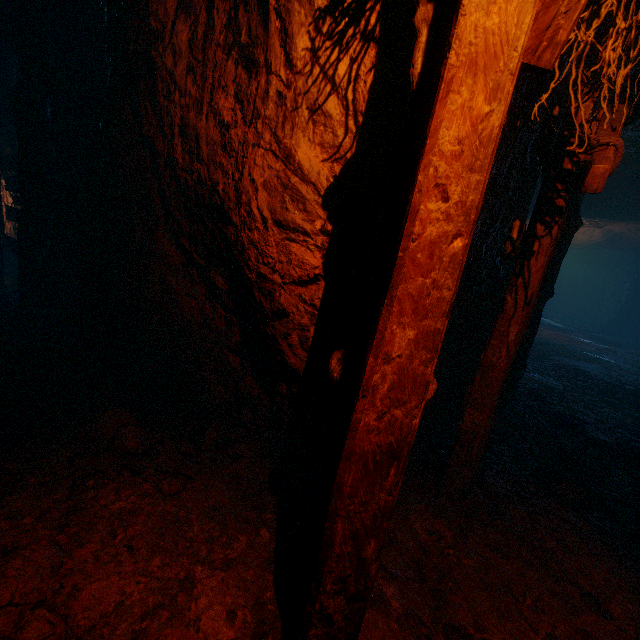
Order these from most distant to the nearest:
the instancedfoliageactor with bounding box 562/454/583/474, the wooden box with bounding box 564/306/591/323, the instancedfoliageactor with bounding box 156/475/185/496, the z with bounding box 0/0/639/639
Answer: the wooden box with bounding box 564/306/591/323, the instancedfoliageactor with bounding box 562/454/583/474, the instancedfoliageactor with bounding box 156/475/185/496, the z with bounding box 0/0/639/639

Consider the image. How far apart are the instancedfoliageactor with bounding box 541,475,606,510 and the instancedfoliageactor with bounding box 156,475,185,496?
3.3 meters

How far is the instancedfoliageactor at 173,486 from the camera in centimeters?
225cm

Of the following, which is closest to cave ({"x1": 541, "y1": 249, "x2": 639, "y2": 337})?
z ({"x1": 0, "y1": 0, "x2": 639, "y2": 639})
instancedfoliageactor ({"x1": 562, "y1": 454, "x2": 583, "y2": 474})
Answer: z ({"x1": 0, "y1": 0, "x2": 639, "y2": 639})

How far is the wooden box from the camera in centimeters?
2794cm

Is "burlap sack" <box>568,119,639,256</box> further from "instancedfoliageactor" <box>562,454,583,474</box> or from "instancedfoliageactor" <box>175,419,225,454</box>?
"instancedfoliageactor" <box>175,419,225,454</box>

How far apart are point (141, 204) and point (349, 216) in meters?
2.6 m

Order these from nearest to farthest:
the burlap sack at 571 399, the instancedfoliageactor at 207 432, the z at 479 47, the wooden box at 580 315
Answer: the z at 479 47
the instancedfoliageactor at 207 432
the burlap sack at 571 399
the wooden box at 580 315
